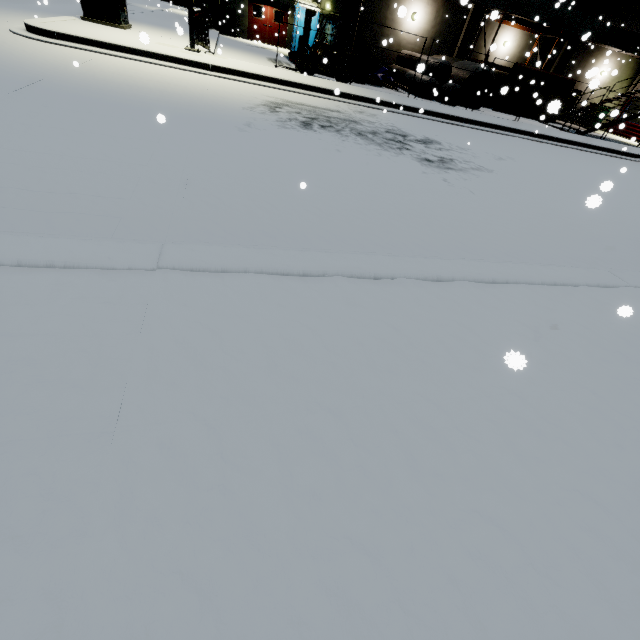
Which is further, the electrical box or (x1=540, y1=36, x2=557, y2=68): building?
(x1=540, y1=36, x2=557, y2=68): building

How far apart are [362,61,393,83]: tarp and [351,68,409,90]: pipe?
0.07m

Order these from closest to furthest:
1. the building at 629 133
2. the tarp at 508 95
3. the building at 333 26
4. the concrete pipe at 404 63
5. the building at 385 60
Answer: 1. the tarp at 508 95
2. the building at 629 133
3. the concrete pipe at 404 63
4. the building at 333 26
5. the building at 385 60

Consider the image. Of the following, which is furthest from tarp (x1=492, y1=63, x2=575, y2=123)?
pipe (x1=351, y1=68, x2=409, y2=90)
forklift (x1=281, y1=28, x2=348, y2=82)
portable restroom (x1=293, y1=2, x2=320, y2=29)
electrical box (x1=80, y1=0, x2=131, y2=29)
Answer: electrical box (x1=80, y1=0, x2=131, y2=29)

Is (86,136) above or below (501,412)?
below

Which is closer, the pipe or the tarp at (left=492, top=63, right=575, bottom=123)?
the tarp at (left=492, top=63, right=575, bottom=123)

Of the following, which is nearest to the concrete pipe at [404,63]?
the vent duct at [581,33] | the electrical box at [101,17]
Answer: the vent duct at [581,33]

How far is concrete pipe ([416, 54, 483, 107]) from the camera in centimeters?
1683cm
